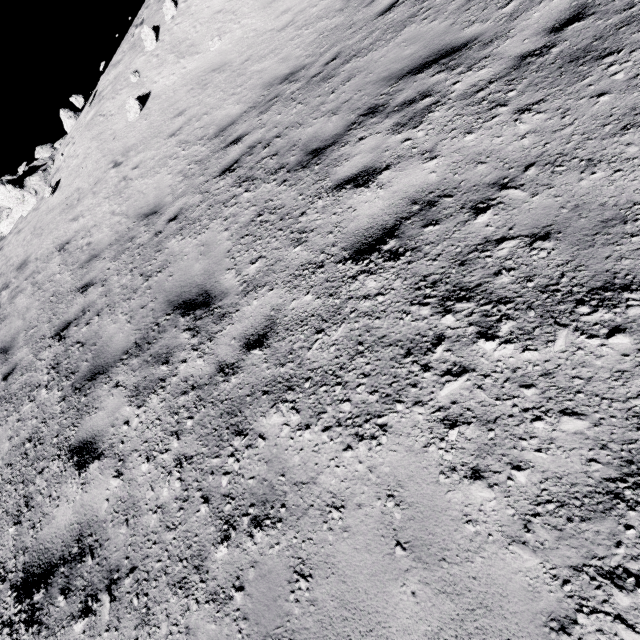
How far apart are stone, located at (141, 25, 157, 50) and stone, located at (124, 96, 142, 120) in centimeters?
337cm

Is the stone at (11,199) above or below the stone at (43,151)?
below

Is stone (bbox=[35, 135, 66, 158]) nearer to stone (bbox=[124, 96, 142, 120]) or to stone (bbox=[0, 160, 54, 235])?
stone (bbox=[0, 160, 54, 235])

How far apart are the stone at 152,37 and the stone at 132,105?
3.4m

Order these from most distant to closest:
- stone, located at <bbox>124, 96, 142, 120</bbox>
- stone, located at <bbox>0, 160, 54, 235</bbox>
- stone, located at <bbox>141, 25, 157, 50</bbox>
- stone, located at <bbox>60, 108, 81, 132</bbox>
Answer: stone, located at <bbox>60, 108, 81, 132</bbox> → stone, located at <bbox>0, 160, 54, 235</bbox> → stone, located at <bbox>141, 25, 157, 50</bbox> → stone, located at <bbox>124, 96, 142, 120</bbox>

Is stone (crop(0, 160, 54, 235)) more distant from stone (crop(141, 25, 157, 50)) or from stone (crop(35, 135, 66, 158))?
stone (crop(35, 135, 66, 158))

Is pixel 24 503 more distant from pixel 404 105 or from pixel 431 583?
pixel 404 105

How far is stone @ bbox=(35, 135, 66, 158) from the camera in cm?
3641
